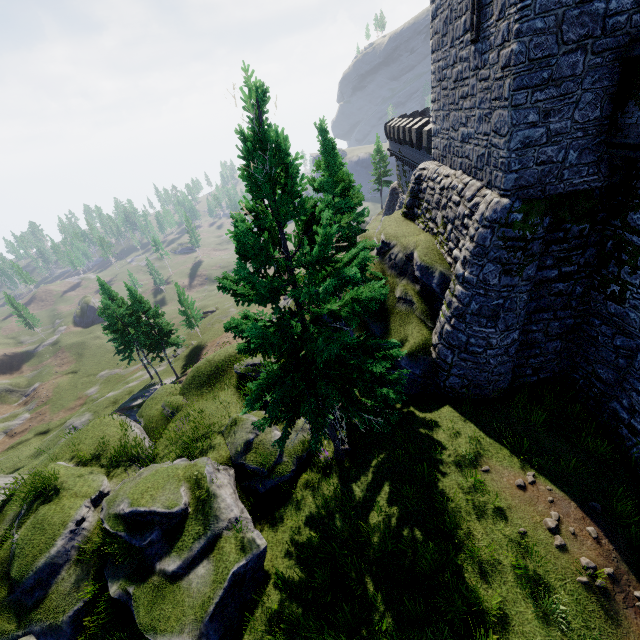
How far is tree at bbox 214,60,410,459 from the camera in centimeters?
725cm

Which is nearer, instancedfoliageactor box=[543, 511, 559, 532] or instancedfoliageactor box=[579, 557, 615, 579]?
instancedfoliageactor box=[579, 557, 615, 579]

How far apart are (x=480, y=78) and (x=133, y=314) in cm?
3746

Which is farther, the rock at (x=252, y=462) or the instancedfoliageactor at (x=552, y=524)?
the rock at (x=252, y=462)

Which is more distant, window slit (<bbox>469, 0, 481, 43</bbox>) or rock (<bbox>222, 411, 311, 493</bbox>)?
rock (<bbox>222, 411, 311, 493</bbox>)

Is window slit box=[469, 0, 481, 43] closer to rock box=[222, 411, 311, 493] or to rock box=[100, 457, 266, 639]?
rock box=[222, 411, 311, 493]

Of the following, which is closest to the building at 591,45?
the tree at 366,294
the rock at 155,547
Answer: the tree at 366,294

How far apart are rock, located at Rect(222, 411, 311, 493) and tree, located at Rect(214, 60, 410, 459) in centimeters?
655cm
